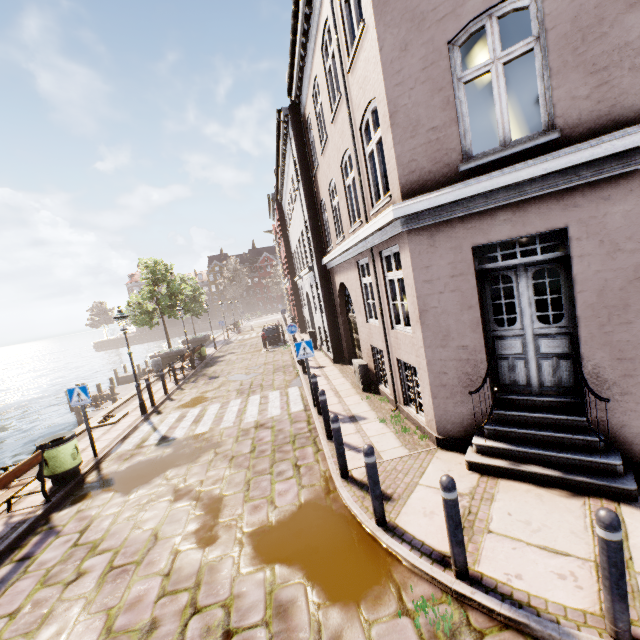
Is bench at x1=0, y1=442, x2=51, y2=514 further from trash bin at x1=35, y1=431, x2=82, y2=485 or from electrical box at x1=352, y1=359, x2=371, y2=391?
electrical box at x1=352, y1=359, x2=371, y2=391

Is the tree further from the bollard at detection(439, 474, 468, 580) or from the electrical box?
the bollard at detection(439, 474, 468, 580)

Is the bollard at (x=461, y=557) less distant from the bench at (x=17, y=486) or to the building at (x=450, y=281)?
the building at (x=450, y=281)

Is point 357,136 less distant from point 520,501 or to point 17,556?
point 520,501

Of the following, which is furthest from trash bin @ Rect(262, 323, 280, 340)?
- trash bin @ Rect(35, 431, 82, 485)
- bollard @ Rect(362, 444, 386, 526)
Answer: bollard @ Rect(362, 444, 386, 526)

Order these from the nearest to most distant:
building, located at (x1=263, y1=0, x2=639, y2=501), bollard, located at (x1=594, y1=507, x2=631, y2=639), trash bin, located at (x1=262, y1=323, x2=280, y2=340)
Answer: bollard, located at (x1=594, y1=507, x2=631, y2=639)
building, located at (x1=263, y1=0, x2=639, y2=501)
trash bin, located at (x1=262, y1=323, x2=280, y2=340)

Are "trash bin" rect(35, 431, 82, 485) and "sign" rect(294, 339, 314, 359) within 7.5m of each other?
yes

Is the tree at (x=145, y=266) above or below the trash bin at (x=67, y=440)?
above
